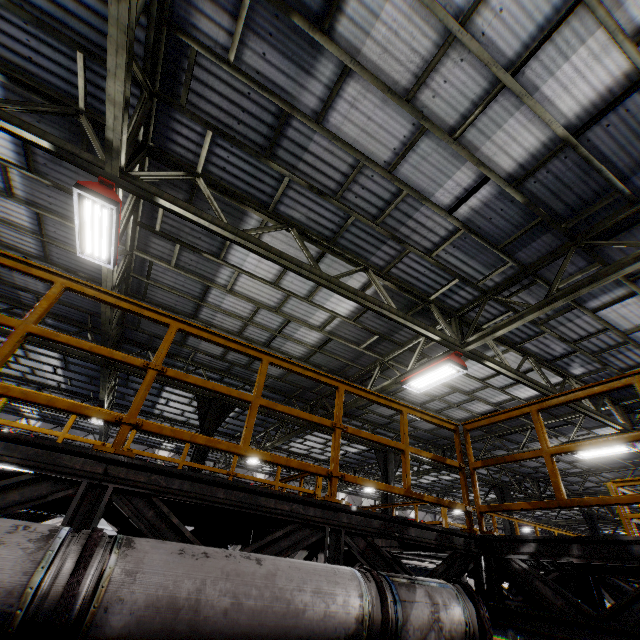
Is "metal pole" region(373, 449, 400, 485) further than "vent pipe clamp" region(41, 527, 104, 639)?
Yes

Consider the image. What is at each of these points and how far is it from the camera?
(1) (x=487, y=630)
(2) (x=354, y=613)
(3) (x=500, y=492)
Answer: (1) pipe cover, 2.6m
(2) vent pipe, 2.2m
(3) metal pole, 16.7m

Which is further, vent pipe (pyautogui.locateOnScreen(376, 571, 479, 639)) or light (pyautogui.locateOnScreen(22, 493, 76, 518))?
light (pyautogui.locateOnScreen(22, 493, 76, 518))

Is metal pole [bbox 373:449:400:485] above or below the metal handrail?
above

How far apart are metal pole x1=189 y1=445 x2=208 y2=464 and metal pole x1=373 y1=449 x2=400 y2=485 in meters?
6.4 m

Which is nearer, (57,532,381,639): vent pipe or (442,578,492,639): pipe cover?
(57,532,381,639): vent pipe

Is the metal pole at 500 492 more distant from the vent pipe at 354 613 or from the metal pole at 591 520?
the vent pipe at 354 613

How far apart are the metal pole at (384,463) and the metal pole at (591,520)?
14.3m
